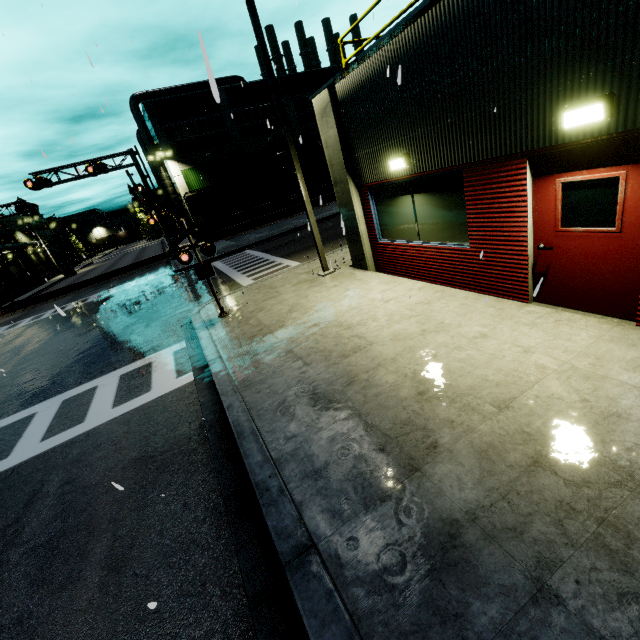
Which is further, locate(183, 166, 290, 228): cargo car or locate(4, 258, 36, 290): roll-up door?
locate(4, 258, 36, 290): roll-up door

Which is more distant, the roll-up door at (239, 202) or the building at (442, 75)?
the roll-up door at (239, 202)

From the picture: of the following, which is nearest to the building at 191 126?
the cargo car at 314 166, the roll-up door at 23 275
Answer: the roll-up door at 23 275

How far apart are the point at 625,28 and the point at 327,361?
5.56m

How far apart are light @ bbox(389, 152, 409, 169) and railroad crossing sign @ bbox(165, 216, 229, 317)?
5.06m

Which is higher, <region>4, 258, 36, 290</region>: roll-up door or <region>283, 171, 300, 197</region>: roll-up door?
<region>283, 171, 300, 197</region>: roll-up door

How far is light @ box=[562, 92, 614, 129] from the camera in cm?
377

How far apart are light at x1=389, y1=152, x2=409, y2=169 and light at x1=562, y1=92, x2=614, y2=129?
3.08m
